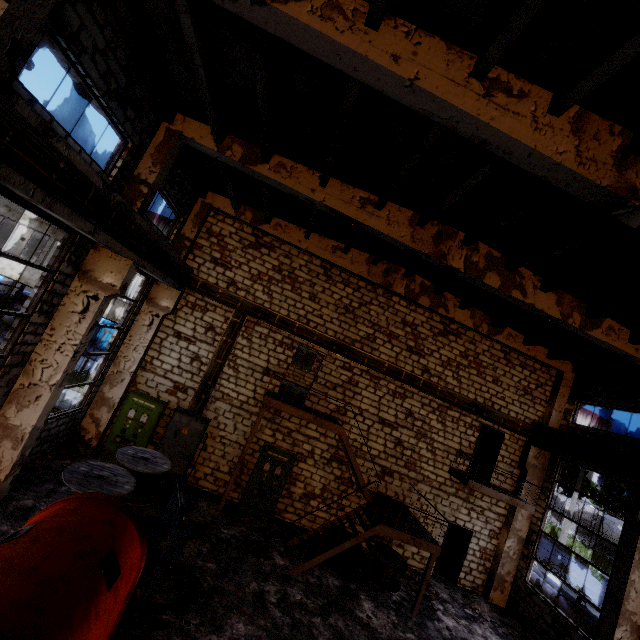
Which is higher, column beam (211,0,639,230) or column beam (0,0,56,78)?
column beam (211,0,639,230)

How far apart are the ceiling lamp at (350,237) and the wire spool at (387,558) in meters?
11.0 m

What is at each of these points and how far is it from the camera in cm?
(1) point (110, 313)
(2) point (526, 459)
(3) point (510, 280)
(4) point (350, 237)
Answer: (1) building, 1540
(2) column beam, 1382
(3) column beam, 960
(4) ceiling lamp, 941

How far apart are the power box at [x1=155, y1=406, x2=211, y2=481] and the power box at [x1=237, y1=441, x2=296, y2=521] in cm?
204

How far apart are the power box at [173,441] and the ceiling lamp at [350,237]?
8.1m

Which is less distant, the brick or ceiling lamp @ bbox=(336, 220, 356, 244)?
ceiling lamp @ bbox=(336, 220, 356, 244)

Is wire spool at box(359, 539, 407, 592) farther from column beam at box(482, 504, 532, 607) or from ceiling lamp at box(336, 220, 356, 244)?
ceiling lamp at box(336, 220, 356, 244)

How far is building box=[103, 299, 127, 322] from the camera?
15.4 meters
